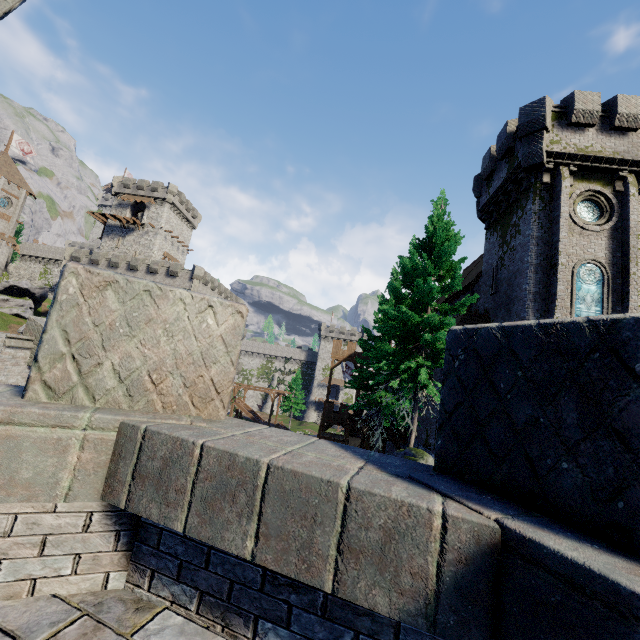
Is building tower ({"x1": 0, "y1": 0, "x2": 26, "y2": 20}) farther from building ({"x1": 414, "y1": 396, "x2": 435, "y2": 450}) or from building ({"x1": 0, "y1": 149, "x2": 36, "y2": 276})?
building ({"x1": 0, "y1": 149, "x2": 36, "y2": 276})

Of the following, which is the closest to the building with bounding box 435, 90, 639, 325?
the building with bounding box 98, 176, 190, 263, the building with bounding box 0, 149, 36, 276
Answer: the building with bounding box 98, 176, 190, 263

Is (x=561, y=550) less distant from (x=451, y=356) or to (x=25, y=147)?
(x=451, y=356)

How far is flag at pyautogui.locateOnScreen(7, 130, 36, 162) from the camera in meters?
52.1 m

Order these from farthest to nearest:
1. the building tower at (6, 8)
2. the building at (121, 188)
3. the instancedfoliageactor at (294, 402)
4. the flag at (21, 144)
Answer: the instancedfoliageactor at (294, 402) < the building at (121, 188) < the flag at (21, 144) < the building tower at (6, 8)

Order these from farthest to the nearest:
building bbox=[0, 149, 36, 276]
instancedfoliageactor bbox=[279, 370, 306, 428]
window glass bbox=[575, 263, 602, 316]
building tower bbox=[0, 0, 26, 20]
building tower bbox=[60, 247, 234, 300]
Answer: instancedfoliageactor bbox=[279, 370, 306, 428]
building bbox=[0, 149, 36, 276]
building tower bbox=[60, 247, 234, 300]
window glass bbox=[575, 263, 602, 316]
building tower bbox=[0, 0, 26, 20]

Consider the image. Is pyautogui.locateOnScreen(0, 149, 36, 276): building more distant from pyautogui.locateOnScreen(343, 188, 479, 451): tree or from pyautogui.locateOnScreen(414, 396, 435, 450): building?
pyautogui.locateOnScreen(414, 396, 435, 450): building

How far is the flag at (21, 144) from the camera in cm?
5206
